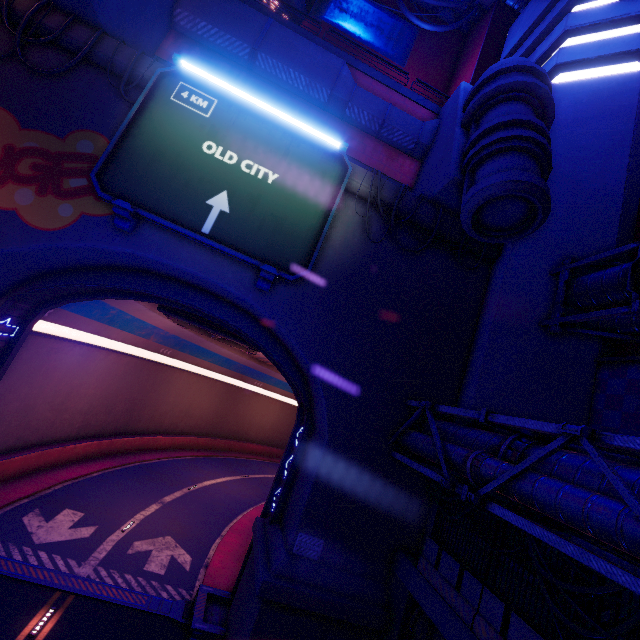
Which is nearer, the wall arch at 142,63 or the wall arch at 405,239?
the wall arch at 142,63

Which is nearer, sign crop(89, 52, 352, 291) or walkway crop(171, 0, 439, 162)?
sign crop(89, 52, 352, 291)

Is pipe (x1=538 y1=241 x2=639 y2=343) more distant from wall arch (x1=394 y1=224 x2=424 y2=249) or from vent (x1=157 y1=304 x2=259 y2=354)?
vent (x1=157 y1=304 x2=259 y2=354)

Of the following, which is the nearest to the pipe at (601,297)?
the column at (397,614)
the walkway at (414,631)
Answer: the walkway at (414,631)

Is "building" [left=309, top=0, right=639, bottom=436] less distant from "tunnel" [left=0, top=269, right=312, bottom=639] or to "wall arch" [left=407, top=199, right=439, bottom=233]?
"wall arch" [left=407, top=199, right=439, bottom=233]

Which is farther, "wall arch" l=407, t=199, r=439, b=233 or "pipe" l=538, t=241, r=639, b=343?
"wall arch" l=407, t=199, r=439, b=233

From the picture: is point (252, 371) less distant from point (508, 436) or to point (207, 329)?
point (207, 329)

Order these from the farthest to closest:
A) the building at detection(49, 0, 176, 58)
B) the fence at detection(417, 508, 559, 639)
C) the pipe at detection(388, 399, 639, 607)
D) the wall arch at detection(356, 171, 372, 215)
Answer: the wall arch at detection(356, 171, 372, 215) → the building at detection(49, 0, 176, 58) → the fence at detection(417, 508, 559, 639) → the pipe at detection(388, 399, 639, 607)
